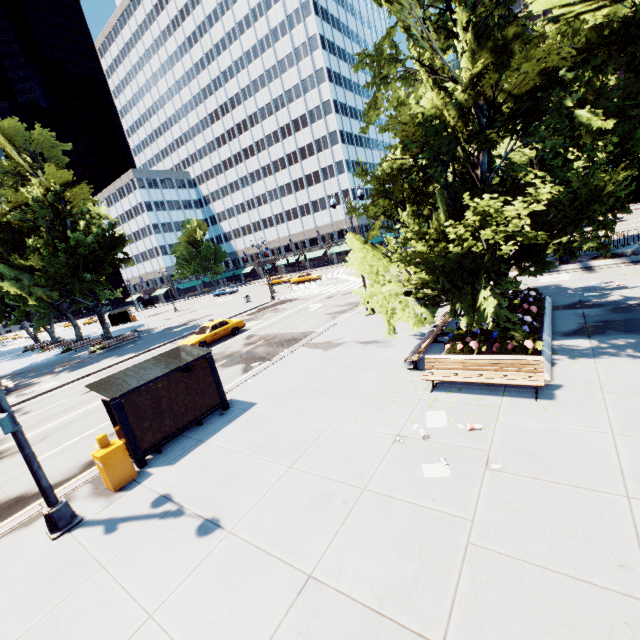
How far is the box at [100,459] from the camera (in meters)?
8.22

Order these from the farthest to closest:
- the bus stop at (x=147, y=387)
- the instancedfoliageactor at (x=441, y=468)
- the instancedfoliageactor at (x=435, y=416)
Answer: the bus stop at (x=147, y=387), the instancedfoliageactor at (x=435, y=416), the instancedfoliageactor at (x=441, y=468)

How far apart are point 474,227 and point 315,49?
70.1 meters

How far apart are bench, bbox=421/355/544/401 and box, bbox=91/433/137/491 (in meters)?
8.40

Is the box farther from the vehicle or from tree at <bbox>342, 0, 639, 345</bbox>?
the vehicle

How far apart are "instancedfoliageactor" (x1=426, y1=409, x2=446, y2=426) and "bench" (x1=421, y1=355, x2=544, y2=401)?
0.9m

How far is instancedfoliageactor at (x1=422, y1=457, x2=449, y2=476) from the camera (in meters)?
6.27

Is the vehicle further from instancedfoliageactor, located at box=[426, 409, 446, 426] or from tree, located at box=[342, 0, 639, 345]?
instancedfoliageactor, located at box=[426, 409, 446, 426]
